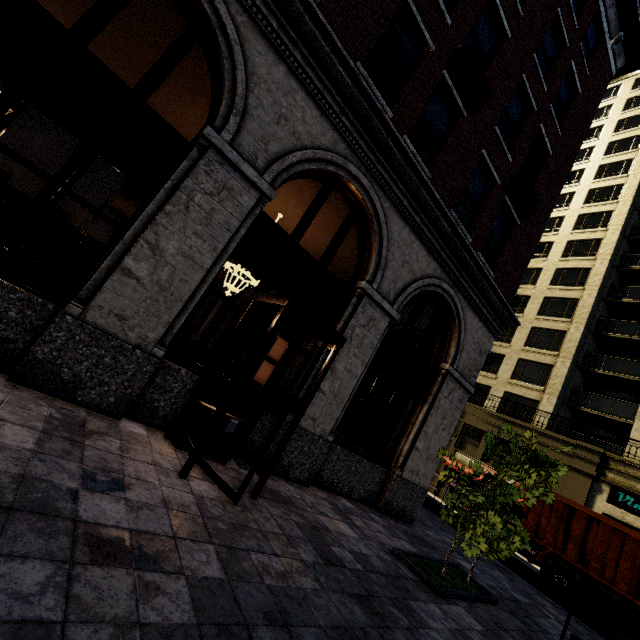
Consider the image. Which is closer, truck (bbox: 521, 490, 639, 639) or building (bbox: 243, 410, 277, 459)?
building (bbox: 243, 410, 277, 459)

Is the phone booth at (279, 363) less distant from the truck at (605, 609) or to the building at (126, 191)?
the building at (126, 191)

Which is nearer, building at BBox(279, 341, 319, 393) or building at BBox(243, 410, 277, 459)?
building at BBox(243, 410, 277, 459)

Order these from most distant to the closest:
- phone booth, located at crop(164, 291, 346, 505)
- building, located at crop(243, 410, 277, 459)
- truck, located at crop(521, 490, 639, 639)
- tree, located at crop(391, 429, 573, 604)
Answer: truck, located at crop(521, 490, 639, 639) → building, located at crop(243, 410, 277, 459) → tree, located at crop(391, 429, 573, 604) → phone booth, located at crop(164, 291, 346, 505)

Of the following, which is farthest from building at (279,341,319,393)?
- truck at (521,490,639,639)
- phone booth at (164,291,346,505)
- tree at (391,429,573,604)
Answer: truck at (521,490,639,639)

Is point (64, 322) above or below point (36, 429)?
above

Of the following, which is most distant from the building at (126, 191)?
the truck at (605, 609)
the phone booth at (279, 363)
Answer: the truck at (605, 609)
